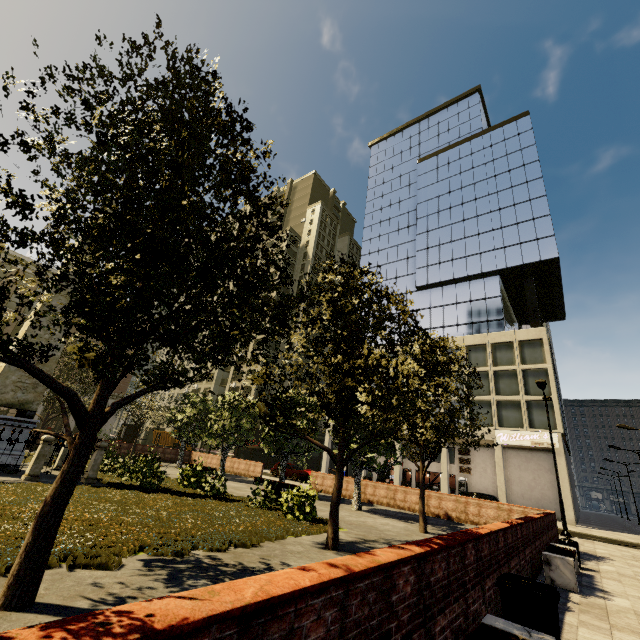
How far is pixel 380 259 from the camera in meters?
51.2 m

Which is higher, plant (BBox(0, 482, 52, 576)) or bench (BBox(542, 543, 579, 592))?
bench (BBox(542, 543, 579, 592))

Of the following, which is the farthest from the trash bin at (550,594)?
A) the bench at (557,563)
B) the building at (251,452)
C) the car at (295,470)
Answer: the building at (251,452)

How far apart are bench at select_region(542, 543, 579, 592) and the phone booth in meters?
30.0 m

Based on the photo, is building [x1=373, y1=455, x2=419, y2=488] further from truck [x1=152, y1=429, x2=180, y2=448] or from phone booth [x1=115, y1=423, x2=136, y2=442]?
phone booth [x1=115, y1=423, x2=136, y2=442]

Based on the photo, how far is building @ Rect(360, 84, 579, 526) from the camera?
30.91m

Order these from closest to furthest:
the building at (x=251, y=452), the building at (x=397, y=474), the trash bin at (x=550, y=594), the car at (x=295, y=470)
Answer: the trash bin at (x=550, y=594) → the car at (x=295, y=470) → the building at (x=397, y=474) → the building at (x=251, y=452)

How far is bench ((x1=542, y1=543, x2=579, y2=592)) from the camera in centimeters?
714cm
